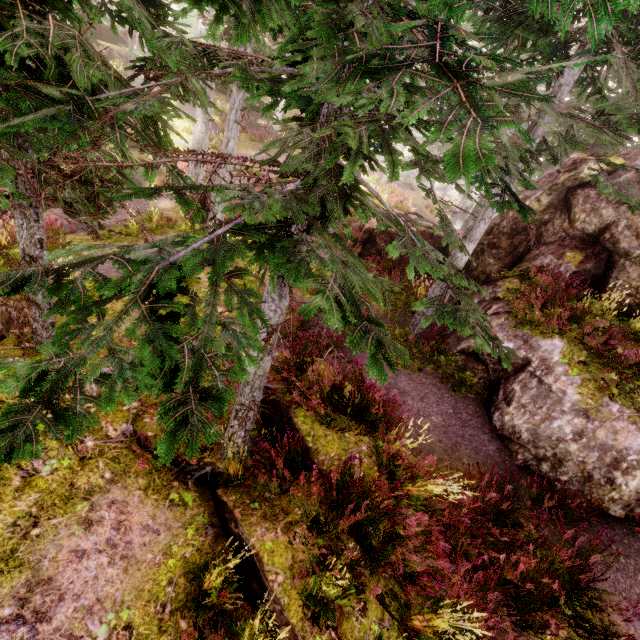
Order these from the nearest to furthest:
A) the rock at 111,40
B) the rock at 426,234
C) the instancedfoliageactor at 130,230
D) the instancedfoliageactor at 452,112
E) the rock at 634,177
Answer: the instancedfoliageactor at 452,112
the instancedfoliageactor at 130,230
the rock at 634,177
the rock at 426,234
the rock at 111,40

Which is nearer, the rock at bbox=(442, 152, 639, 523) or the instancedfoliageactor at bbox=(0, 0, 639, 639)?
the instancedfoliageactor at bbox=(0, 0, 639, 639)

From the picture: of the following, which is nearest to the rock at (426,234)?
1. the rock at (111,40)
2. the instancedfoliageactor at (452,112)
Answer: the instancedfoliageactor at (452,112)

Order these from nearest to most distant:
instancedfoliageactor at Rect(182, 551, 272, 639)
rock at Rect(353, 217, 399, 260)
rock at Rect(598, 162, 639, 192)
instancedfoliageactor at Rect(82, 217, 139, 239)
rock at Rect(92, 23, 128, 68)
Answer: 1. instancedfoliageactor at Rect(182, 551, 272, 639)
2. instancedfoliageactor at Rect(82, 217, 139, 239)
3. rock at Rect(598, 162, 639, 192)
4. rock at Rect(353, 217, 399, 260)
5. rock at Rect(92, 23, 128, 68)

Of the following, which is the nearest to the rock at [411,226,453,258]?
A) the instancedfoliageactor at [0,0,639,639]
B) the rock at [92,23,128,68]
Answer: the instancedfoliageactor at [0,0,639,639]

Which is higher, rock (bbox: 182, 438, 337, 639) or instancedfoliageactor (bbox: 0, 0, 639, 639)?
instancedfoliageactor (bbox: 0, 0, 639, 639)

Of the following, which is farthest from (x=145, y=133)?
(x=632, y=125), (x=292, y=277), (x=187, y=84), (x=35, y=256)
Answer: (x=632, y=125)
